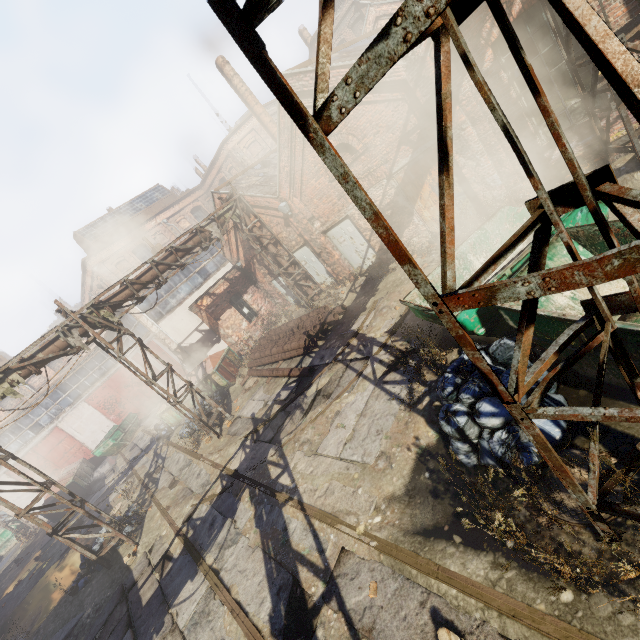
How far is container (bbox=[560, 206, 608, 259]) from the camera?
4.7m

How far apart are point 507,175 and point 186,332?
16.3 meters

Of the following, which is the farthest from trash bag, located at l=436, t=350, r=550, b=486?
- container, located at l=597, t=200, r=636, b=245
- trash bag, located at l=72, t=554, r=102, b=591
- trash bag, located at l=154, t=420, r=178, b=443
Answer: trash bag, located at l=154, t=420, r=178, b=443

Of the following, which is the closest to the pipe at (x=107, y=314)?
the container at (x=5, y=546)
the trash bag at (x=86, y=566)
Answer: the trash bag at (x=86, y=566)

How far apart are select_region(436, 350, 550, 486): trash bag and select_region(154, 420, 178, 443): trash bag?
16.10m

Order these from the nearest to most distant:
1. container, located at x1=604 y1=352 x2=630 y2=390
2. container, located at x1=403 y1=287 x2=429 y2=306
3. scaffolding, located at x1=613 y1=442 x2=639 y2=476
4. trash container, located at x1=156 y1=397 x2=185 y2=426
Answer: scaffolding, located at x1=613 y1=442 x2=639 y2=476 < container, located at x1=604 y1=352 x2=630 y2=390 < container, located at x1=403 y1=287 x2=429 y2=306 < trash container, located at x1=156 y1=397 x2=185 y2=426

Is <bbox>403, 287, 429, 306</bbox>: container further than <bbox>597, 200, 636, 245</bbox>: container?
Yes

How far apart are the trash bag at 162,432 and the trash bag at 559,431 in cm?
1610
